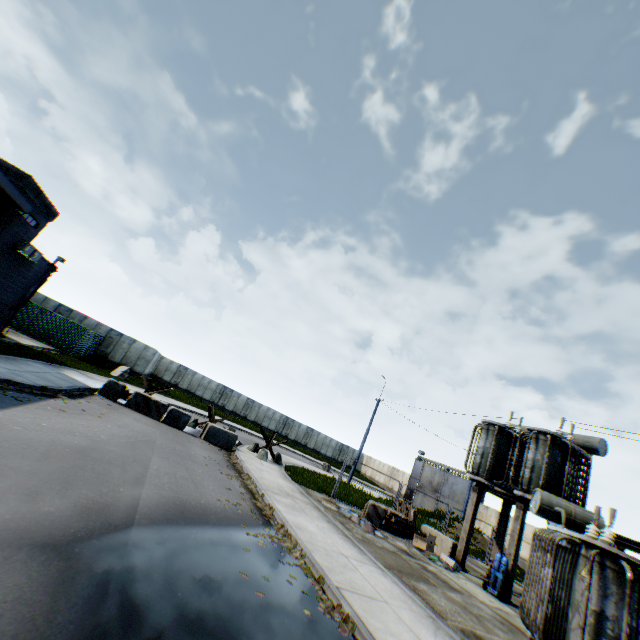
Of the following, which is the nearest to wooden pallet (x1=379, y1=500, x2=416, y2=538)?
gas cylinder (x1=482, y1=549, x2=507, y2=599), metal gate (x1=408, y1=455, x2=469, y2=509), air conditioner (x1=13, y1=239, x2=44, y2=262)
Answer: gas cylinder (x1=482, y1=549, x2=507, y2=599)

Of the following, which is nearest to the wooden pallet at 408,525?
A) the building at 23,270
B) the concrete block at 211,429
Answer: the concrete block at 211,429

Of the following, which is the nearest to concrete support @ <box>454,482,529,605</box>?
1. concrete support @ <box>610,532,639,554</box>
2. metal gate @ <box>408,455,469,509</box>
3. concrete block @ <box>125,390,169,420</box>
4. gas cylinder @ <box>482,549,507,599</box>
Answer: gas cylinder @ <box>482,549,507,599</box>

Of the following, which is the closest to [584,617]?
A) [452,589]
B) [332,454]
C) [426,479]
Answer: [452,589]

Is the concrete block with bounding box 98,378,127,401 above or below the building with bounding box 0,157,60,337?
below

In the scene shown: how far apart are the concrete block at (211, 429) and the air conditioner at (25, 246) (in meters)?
12.55

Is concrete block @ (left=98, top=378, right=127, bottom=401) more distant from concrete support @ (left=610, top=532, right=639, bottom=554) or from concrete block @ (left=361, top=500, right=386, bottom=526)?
concrete support @ (left=610, top=532, right=639, bottom=554)

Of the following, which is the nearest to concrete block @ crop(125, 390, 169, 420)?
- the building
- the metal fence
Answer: the building
